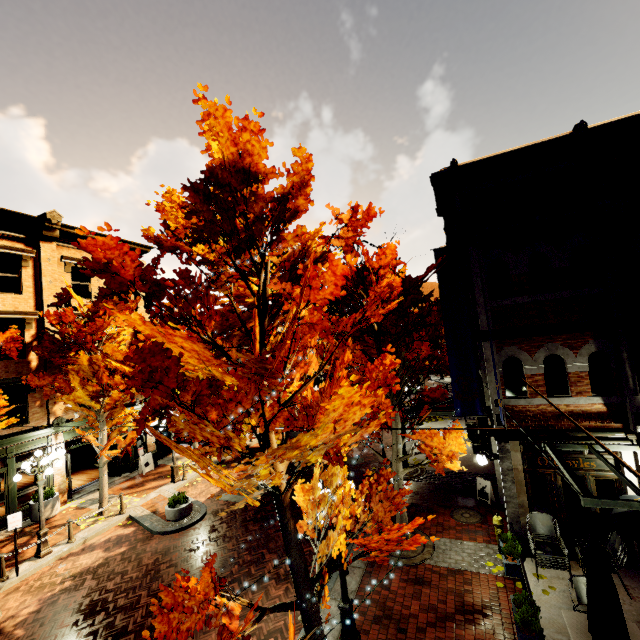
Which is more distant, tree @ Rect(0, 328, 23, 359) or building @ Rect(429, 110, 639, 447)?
tree @ Rect(0, 328, 23, 359)

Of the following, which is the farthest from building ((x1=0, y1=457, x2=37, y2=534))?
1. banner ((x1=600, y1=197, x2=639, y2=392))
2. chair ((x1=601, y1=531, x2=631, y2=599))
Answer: chair ((x1=601, y1=531, x2=631, y2=599))

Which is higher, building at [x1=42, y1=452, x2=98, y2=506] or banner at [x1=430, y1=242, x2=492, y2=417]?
banner at [x1=430, y1=242, x2=492, y2=417]

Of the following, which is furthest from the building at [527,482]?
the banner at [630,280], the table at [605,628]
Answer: the table at [605,628]

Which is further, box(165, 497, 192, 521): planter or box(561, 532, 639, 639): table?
box(165, 497, 192, 521): planter

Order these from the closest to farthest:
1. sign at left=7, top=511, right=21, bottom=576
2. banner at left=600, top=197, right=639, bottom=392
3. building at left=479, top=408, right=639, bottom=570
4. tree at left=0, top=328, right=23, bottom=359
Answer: banner at left=600, top=197, right=639, bottom=392
building at left=479, top=408, right=639, bottom=570
sign at left=7, top=511, right=21, bottom=576
tree at left=0, top=328, right=23, bottom=359

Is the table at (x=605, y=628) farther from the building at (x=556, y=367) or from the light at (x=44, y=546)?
the light at (x=44, y=546)

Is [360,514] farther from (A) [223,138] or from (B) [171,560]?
(B) [171,560]
